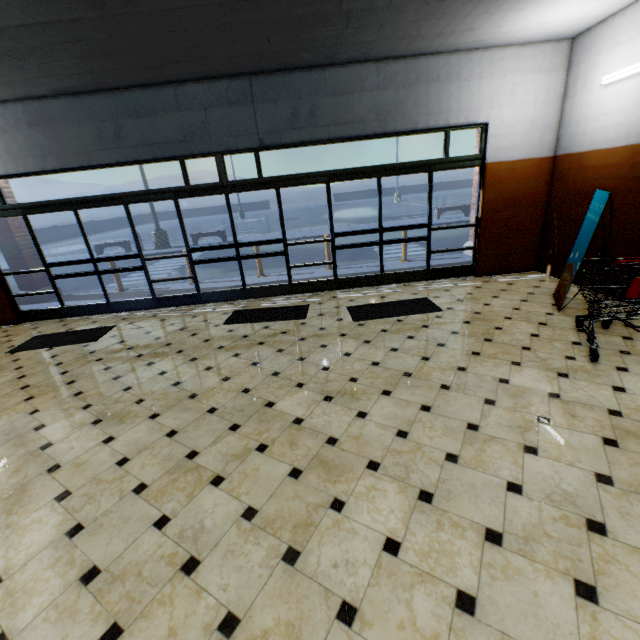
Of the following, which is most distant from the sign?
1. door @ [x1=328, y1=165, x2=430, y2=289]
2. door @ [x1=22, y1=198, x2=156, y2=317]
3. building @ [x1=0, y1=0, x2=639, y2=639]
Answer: door @ [x1=22, y1=198, x2=156, y2=317]

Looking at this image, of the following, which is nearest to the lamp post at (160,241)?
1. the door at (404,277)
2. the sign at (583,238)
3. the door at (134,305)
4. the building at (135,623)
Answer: the building at (135,623)

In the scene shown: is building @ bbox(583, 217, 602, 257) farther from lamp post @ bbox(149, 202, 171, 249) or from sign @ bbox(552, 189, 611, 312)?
lamp post @ bbox(149, 202, 171, 249)

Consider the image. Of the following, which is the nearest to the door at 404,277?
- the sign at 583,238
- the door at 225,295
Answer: the door at 225,295

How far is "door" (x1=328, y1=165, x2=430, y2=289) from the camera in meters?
6.2 m

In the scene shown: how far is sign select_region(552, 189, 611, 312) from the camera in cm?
432

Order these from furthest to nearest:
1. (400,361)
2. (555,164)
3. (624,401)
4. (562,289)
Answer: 1. (555,164)
2. (562,289)
3. (400,361)
4. (624,401)

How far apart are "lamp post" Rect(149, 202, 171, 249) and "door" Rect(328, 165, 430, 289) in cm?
1356
